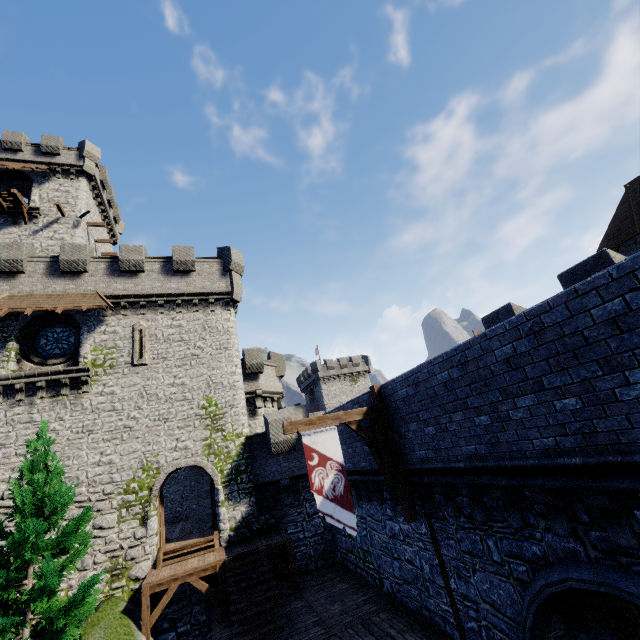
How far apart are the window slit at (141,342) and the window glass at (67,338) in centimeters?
284cm

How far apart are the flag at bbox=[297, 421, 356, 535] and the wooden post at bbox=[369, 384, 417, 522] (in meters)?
1.56

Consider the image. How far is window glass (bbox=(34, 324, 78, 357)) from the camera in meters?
18.0

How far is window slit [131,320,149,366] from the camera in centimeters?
1835cm

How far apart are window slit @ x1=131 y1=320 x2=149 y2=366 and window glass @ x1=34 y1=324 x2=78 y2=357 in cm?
284

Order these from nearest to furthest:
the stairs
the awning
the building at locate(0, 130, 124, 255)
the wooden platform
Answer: the stairs
the awning
the wooden platform
the building at locate(0, 130, 124, 255)

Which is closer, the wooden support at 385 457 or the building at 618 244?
the wooden support at 385 457

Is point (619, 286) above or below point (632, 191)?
below
